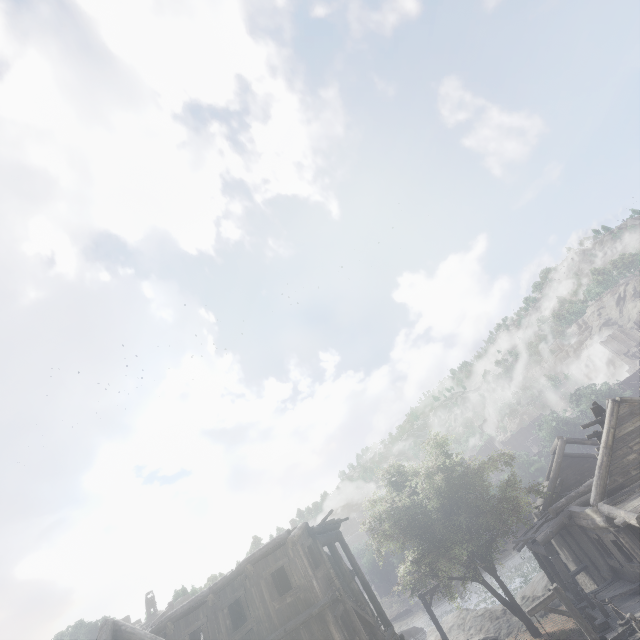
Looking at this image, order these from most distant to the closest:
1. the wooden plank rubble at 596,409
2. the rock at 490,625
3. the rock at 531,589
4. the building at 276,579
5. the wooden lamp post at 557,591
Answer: the rock at 531,589, the rock at 490,625, the wooden plank rubble at 596,409, the building at 276,579, the wooden lamp post at 557,591

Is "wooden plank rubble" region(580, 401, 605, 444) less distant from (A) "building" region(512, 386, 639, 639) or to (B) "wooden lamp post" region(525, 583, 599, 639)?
(A) "building" region(512, 386, 639, 639)

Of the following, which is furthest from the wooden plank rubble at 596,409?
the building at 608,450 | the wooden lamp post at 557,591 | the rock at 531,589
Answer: the rock at 531,589

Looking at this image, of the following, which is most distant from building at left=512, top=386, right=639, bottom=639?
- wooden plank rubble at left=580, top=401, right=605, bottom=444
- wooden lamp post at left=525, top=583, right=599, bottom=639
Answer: wooden lamp post at left=525, top=583, right=599, bottom=639

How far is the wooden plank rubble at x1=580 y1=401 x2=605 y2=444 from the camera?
16.45m

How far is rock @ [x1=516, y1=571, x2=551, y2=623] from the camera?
25.1m

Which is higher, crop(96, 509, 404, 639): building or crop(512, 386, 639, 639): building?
crop(96, 509, 404, 639): building

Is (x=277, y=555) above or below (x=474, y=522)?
above
